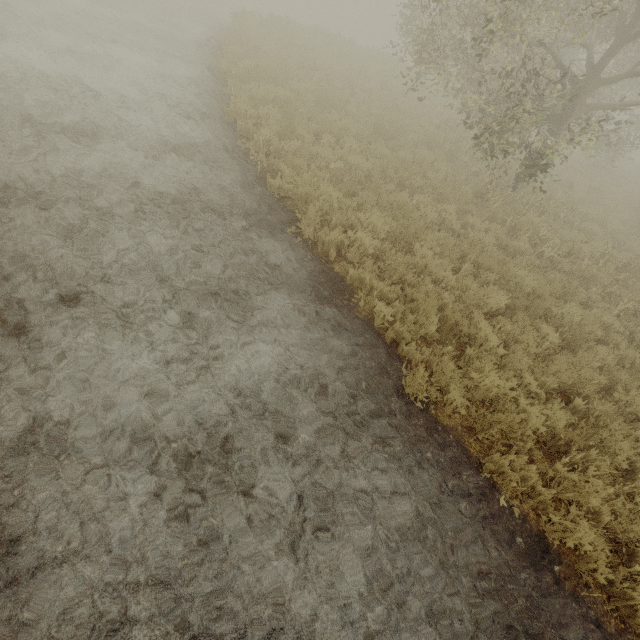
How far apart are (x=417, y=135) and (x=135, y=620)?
15.10m

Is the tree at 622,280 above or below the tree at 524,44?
below

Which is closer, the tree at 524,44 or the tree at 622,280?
the tree at 524,44

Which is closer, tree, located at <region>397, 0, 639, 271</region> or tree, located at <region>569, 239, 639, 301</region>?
tree, located at <region>397, 0, 639, 271</region>

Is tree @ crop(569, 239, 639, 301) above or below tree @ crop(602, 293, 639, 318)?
above
